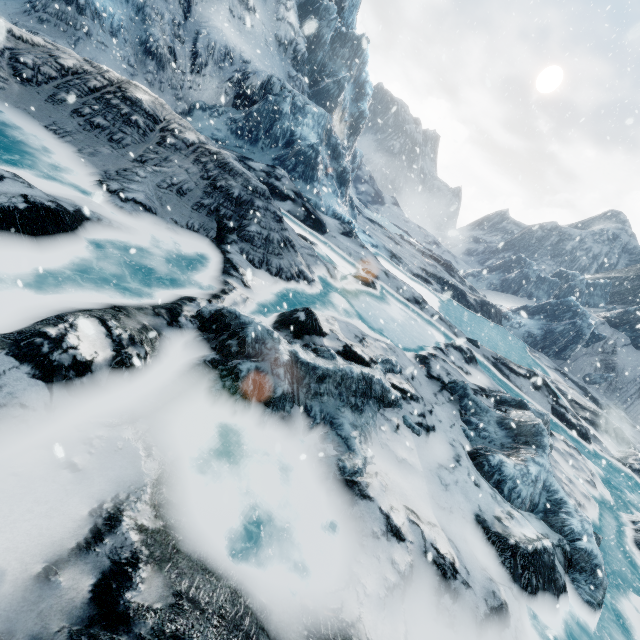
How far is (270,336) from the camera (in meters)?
5.23
